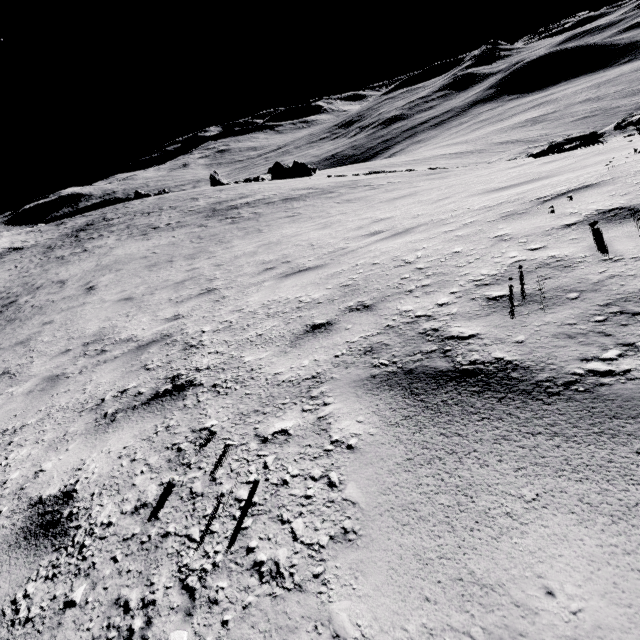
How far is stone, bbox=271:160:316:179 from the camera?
45.75m

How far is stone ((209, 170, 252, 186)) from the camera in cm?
5175

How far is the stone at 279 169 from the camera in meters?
45.8

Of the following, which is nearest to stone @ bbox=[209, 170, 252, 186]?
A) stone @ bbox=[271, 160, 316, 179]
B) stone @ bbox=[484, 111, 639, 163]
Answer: stone @ bbox=[271, 160, 316, 179]

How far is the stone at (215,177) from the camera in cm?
5175

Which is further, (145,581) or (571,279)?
(571,279)

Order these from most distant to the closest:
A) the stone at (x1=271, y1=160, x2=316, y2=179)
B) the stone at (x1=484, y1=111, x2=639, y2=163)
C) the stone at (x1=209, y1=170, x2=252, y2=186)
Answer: the stone at (x1=209, y1=170, x2=252, y2=186) < the stone at (x1=271, y1=160, x2=316, y2=179) < the stone at (x1=484, y1=111, x2=639, y2=163)
